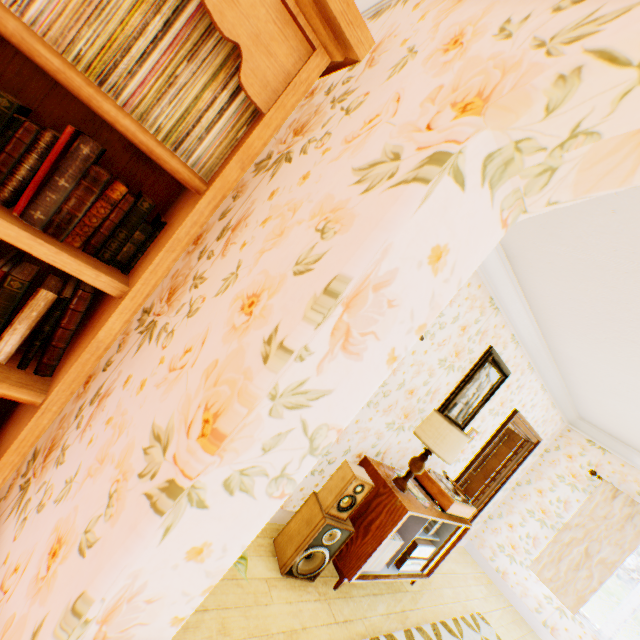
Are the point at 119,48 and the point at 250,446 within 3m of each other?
yes

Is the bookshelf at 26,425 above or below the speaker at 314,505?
above

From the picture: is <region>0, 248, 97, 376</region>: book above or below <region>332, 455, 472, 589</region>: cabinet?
above

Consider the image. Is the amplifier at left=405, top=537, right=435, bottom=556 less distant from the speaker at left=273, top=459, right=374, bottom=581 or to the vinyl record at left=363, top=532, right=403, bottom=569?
the vinyl record at left=363, top=532, right=403, bottom=569

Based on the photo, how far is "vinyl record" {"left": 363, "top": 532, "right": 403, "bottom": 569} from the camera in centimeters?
291cm

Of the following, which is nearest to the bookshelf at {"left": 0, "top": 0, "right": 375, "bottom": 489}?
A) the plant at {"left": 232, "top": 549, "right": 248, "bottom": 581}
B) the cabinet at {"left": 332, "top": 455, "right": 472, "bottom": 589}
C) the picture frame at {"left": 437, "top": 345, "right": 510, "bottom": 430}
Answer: the plant at {"left": 232, "top": 549, "right": 248, "bottom": 581}

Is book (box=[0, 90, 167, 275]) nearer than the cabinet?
Yes

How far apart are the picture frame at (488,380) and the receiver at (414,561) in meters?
1.3 m
